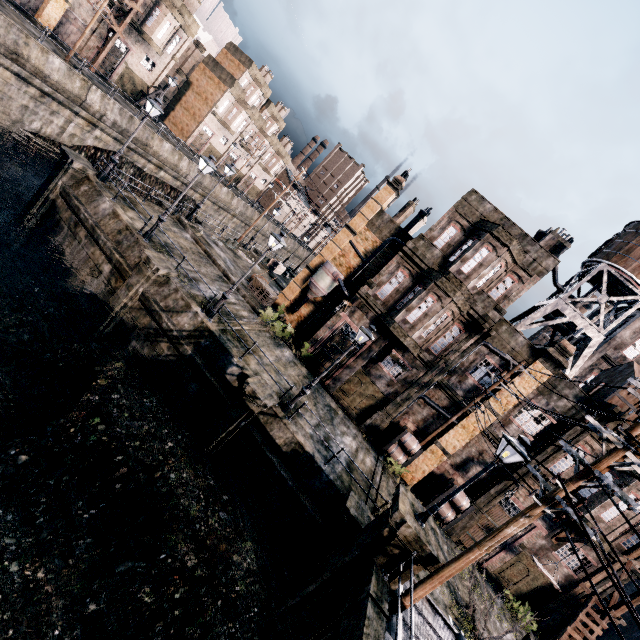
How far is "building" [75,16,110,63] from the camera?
33.8 meters

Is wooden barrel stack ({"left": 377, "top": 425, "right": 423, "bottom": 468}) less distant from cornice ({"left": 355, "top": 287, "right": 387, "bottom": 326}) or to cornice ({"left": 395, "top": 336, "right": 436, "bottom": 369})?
cornice ({"left": 395, "top": 336, "right": 436, "bottom": 369})

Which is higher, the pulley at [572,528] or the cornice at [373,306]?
the cornice at [373,306]

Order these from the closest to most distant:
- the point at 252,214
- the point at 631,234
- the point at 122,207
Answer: the point at 122,207, the point at 631,234, the point at 252,214

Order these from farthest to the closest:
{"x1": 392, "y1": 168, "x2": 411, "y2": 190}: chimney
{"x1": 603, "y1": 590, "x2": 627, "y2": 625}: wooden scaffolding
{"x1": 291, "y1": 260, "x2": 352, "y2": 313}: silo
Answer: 1. {"x1": 392, "y1": 168, "x2": 411, "y2": 190}: chimney
2. {"x1": 291, "y1": 260, "x2": 352, "y2": 313}: silo
3. {"x1": 603, "y1": 590, "x2": 627, "y2": 625}: wooden scaffolding

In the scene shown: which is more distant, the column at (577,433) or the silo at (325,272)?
the silo at (325,272)

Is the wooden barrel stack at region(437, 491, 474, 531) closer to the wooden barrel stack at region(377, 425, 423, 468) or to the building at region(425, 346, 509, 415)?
the building at region(425, 346, 509, 415)

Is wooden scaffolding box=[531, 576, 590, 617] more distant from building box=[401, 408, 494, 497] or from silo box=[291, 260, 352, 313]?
silo box=[291, 260, 352, 313]
